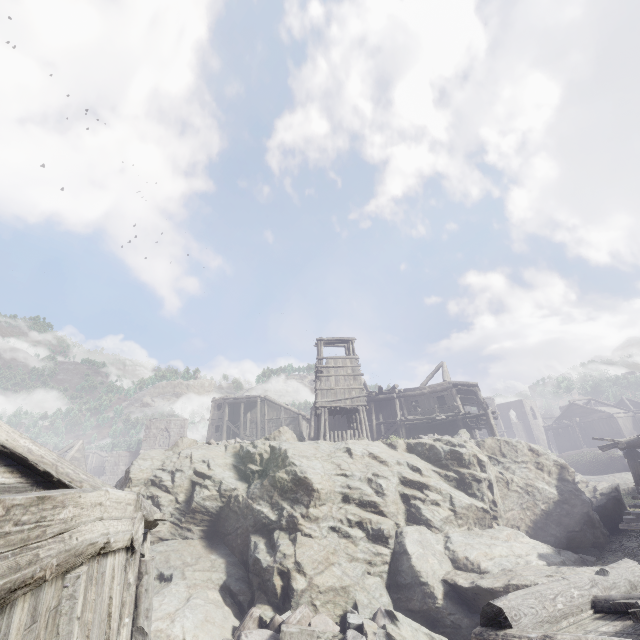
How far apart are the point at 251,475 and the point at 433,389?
20.42m

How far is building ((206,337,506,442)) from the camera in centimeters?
2378cm

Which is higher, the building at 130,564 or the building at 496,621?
the building at 130,564

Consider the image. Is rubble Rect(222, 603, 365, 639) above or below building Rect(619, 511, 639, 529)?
below

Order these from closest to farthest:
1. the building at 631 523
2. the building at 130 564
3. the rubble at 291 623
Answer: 1. the building at 130 564
2. the rubble at 291 623
3. the building at 631 523

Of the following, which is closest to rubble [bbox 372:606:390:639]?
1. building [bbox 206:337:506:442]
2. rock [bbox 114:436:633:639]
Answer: rock [bbox 114:436:633:639]

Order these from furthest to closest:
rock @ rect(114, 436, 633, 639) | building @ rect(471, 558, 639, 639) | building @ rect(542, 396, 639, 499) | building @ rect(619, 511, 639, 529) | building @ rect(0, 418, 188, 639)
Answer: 1. building @ rect(542, 396, 639, 499)
2. rock @ rect(114, 436, 633, 639)
3. building @ rect(619, 511, 639, 529)
4. building @ rect(471, 558, 639, 639)
5. building @ rect(0, 418, 188, 639)

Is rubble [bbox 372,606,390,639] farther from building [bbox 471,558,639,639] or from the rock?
building [bbox 471,558,639,639]
